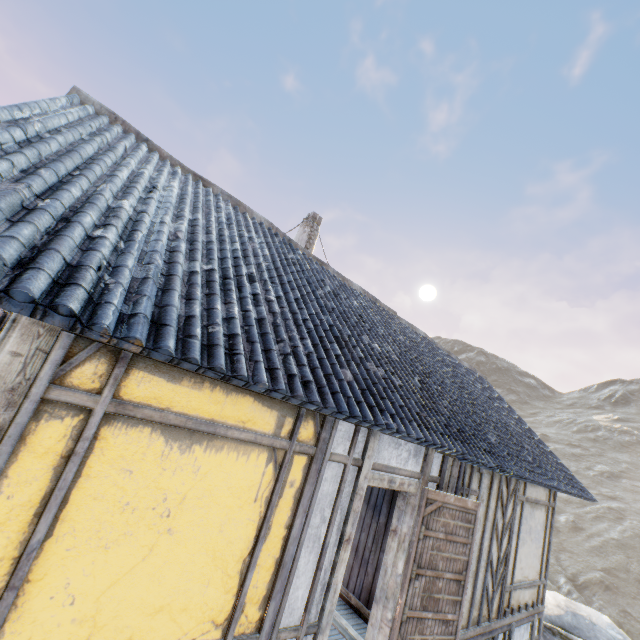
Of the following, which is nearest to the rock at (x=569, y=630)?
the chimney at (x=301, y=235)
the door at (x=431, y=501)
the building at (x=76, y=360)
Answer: the building at (x=76, y=360)

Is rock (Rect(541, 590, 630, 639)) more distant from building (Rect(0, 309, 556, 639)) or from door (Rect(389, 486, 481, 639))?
door (Rect(389, 486, 481, 639))

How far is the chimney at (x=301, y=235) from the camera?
11.03m

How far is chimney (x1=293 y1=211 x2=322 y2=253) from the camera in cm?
1103

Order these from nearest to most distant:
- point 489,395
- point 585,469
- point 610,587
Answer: point 489,395
point 610,587
point 585,469

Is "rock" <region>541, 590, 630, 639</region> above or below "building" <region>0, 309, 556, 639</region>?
below

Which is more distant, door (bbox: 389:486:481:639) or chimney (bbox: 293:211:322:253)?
chimney (bbox: 293:211:322:253)

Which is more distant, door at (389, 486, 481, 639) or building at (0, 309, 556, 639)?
door at (389, 486, 481, 639)
